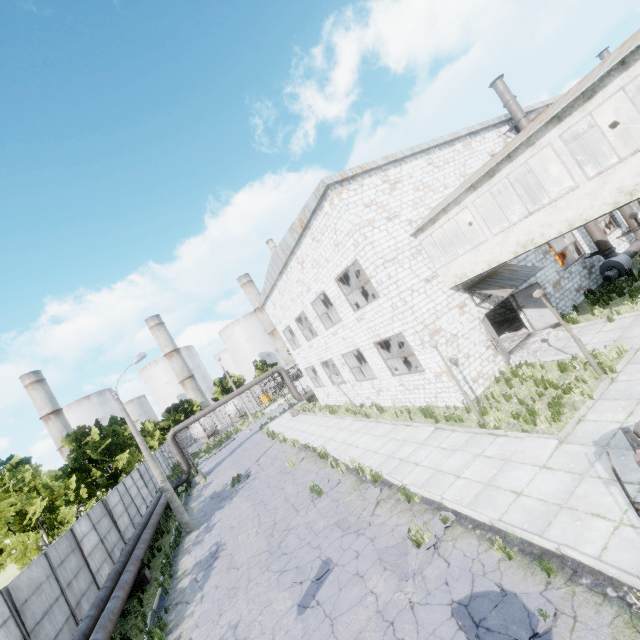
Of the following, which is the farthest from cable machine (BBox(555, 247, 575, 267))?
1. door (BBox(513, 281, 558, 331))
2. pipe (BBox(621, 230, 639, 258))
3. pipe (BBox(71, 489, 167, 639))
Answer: pipe (BBox(71, 489, 167, 639))

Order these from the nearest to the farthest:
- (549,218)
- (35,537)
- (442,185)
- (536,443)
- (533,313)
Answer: (536,443) < (549,218) < (533,313) < (442,185) < (35,537)

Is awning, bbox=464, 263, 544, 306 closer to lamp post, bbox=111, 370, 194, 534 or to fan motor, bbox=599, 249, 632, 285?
fan motor, bbox=599, 249, 632, 285

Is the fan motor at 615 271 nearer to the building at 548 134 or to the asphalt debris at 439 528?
the building at 548 134

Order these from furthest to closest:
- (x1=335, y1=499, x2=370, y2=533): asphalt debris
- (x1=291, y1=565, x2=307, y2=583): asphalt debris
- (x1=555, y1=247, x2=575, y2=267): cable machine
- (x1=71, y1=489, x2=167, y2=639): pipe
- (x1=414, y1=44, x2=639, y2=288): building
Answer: (x1=555, y1=247, x2=575, y2=267): cable machine
(x1=71, y1=489, x2=167, y2=639): pipe
(x1=335, y1=499, x2=370, y2=533): asphalt debris
(x1=291, y1=565, x2=307, y2=583): asphalt debris
(x1=414, y1=44, x2=639, y2=288): building

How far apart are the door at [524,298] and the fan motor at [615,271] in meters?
4.7

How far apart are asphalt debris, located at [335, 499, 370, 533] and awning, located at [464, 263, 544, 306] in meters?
9.1

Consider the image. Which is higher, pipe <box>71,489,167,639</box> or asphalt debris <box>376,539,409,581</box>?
pipe <box>71,489,167,639</box>
